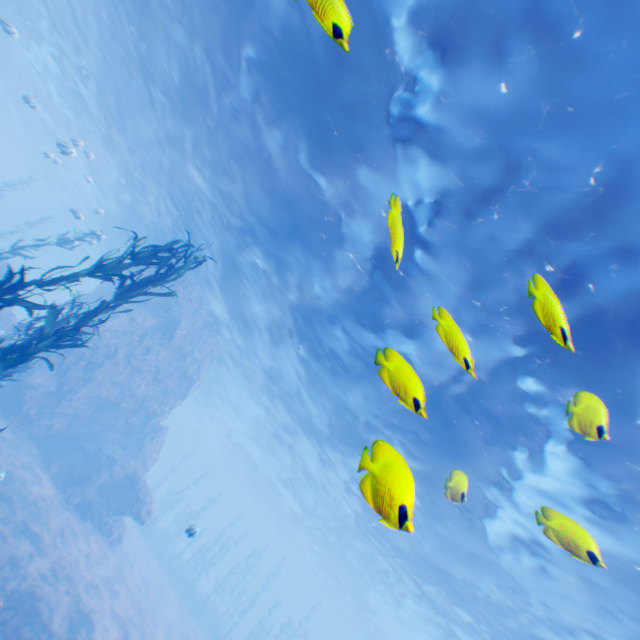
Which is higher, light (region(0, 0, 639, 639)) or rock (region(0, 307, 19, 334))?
light (region(0, 0, 639, 639))

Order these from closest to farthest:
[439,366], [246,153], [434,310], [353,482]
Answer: [434,310], [439,366], [246,153], [353,482]

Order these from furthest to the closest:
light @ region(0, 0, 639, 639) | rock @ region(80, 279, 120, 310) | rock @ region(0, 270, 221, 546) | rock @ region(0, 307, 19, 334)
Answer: rock @ region(80, 279, 120, 310) → rock @ region(0, 270, 221, 546) → rock @ region(0, 307, 19, 334) → light @ region(0, 0, 639, 639)

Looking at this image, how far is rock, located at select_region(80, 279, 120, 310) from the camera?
24.9m

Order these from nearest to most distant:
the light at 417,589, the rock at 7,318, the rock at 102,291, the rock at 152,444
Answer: the light at 417,589, the rock at 7,318, the rock at 152,444, the rock at 102,291

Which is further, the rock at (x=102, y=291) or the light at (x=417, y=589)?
the rock at (x=102, y=291)

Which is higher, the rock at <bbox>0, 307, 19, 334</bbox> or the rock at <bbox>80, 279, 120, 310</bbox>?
the rock at <bbox>80, 279, 120, 310</bbox>

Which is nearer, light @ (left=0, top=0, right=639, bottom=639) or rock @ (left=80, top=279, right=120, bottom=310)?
light @ (left=0, top=0, right=639, bottom=639)
